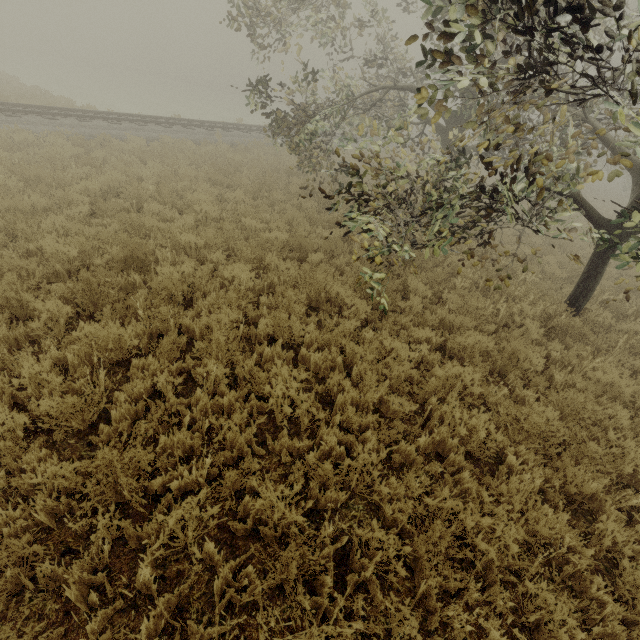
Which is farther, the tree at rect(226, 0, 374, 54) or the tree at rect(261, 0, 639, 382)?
the tree at rect(226, 0, 374, 54)

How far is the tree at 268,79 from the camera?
8.4 meters

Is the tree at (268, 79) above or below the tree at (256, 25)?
below

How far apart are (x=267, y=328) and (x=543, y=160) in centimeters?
400cm

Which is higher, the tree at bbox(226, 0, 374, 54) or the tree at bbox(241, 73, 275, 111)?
the tree at bbox(226, 0, 374, 54)

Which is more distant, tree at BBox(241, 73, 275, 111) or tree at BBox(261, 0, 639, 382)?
tree at BBox(241, 73, 275, 111)

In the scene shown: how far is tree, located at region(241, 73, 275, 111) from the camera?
8.4m
